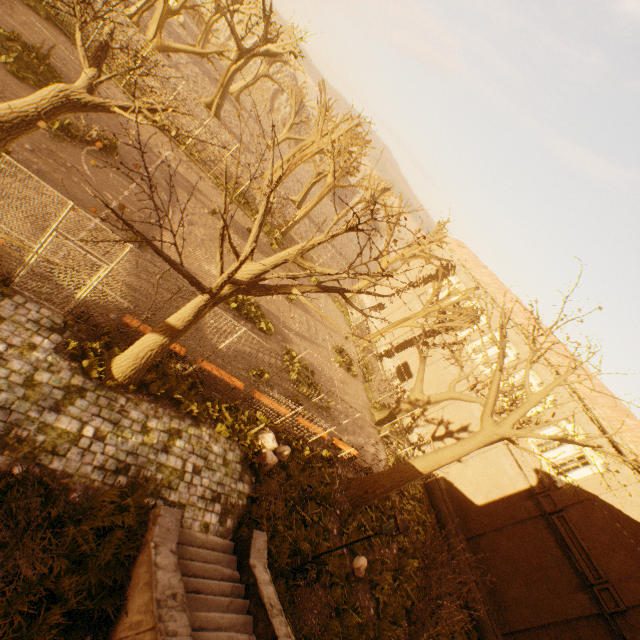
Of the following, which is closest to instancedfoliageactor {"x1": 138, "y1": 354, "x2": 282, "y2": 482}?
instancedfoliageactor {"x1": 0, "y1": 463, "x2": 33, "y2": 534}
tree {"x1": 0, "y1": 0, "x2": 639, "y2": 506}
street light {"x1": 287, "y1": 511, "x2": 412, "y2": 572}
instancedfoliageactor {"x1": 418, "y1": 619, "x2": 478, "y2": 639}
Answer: tree {"x1": 0, "y1": 0, "x2": 639, "y2": 506}

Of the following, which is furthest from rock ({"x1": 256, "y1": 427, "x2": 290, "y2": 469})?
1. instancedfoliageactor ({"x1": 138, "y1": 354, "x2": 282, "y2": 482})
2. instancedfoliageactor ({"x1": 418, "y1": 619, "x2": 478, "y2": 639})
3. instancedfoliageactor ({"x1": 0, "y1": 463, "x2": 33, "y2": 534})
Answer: instancedfoliageactor ({"x1": 418, "y1": 619, "x2": 478, "y2": 639})

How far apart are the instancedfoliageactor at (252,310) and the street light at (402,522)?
9.1 meters

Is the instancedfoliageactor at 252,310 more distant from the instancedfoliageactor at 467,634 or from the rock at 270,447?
the instancedfoliageactor at 467,634

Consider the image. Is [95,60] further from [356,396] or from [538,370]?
[538,370]

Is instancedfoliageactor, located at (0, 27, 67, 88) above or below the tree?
below

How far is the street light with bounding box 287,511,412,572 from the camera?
8.1 meters

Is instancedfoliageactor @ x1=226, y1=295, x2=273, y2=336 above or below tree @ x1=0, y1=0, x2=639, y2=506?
below
